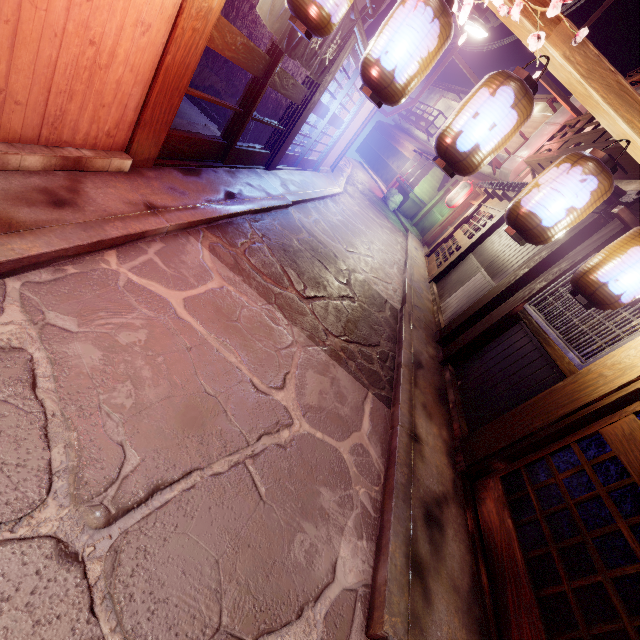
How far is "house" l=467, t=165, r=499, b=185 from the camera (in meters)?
28.81

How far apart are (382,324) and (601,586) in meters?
7.3

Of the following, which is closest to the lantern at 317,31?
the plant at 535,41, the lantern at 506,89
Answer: the plant at 535,41

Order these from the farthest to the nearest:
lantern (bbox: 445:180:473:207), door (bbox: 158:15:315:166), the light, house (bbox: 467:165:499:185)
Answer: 1. house (bbox: 467:165:499:185)
2. lantern (bbox: 445:180:473:207)
3. the light
4. door (bbox: 158:15:315:166)

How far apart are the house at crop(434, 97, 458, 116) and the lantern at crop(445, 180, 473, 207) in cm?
3484

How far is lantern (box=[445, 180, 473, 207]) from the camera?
23.4 meters

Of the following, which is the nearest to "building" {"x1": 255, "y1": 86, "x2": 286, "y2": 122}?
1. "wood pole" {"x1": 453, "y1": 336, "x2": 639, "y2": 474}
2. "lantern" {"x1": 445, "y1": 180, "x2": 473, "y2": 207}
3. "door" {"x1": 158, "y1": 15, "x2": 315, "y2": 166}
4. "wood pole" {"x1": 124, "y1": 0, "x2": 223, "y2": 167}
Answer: "door" {"x1": 158, "y1": 15, "x2": 315, "y2": 166}

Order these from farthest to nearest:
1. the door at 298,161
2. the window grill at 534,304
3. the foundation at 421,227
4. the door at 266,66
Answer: the foundation at 421,227
the door at 298,161
the door at 266,66
the window grill at 534,304
